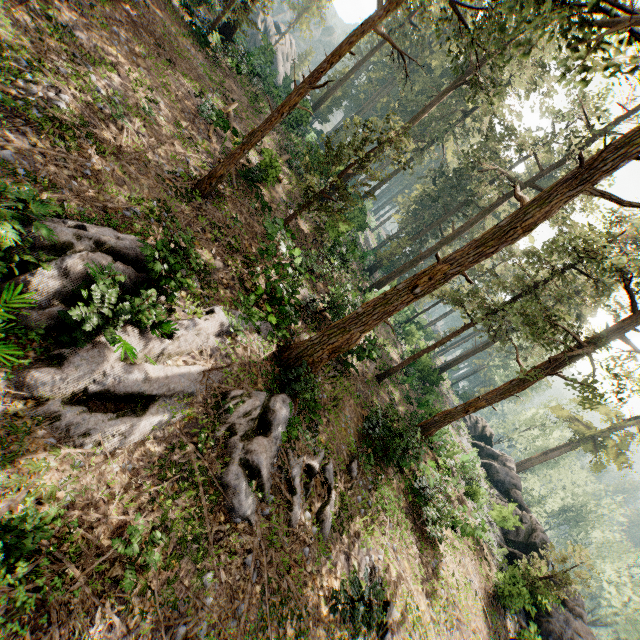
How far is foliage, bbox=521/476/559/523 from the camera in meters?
48.2 m

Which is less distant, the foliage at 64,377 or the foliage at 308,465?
the foliage at 64,377

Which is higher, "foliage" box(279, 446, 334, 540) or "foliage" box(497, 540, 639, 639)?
"foliage" box(497, 540, 639, 639)

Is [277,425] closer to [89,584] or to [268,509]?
[268,509]

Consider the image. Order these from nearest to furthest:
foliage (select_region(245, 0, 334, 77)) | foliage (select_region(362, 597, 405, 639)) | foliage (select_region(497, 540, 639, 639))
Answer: foliage (select_region(362, 597, 405, 639)) < foliage (select_region(497, 540, 639, 639)) < foliage (select_region(245, 0, 334, 77))

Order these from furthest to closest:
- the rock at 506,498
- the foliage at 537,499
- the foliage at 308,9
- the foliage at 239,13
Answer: the foliage at 537,499 < the foliage at 308,9 < the rock at 506,498 < the foliage at 239,13

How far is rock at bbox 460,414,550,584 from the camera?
23.6m
